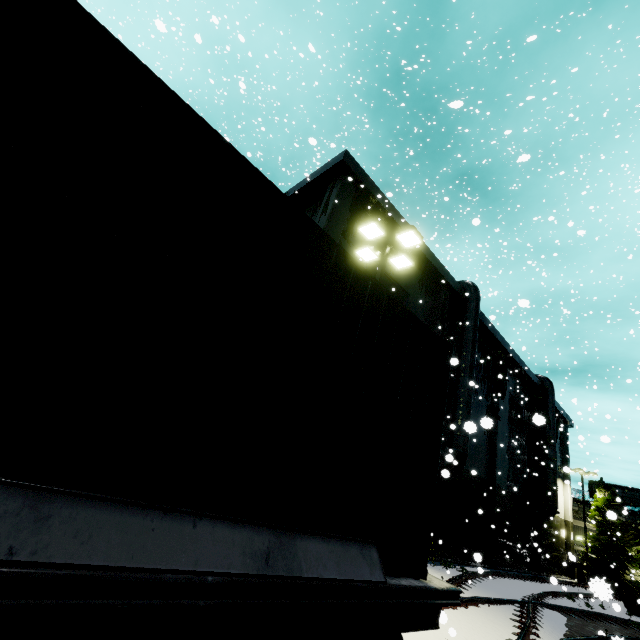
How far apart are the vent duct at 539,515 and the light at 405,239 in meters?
26.1

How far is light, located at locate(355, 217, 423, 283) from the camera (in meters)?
10.47

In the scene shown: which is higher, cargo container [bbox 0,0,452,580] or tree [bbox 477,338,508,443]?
tree [bbox 477,338,508,443]

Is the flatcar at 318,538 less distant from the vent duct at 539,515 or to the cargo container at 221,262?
the cargo container at 221,262

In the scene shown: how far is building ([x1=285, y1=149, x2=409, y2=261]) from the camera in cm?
1464

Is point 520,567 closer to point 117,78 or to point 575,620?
point 575,620

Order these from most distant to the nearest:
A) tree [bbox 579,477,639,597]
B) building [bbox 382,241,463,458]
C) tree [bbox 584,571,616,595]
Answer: tree [bbox 579,477,639,597] → building [bbox 382,241,463,458] → tree [bbox 584,571,616,595]
